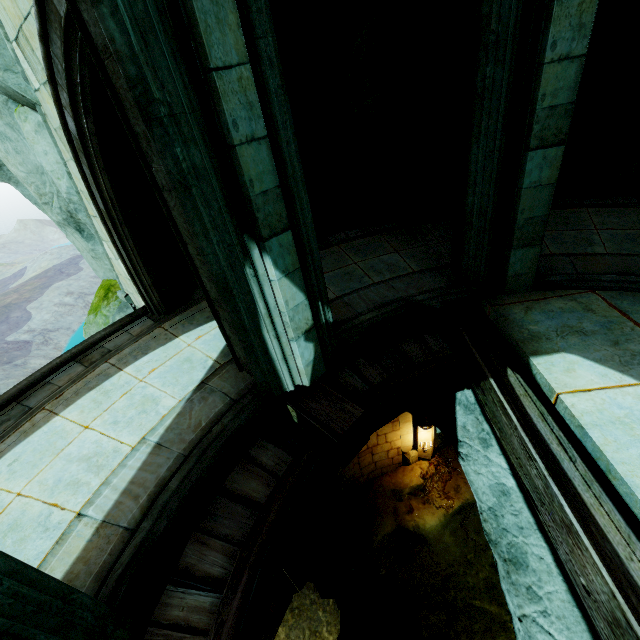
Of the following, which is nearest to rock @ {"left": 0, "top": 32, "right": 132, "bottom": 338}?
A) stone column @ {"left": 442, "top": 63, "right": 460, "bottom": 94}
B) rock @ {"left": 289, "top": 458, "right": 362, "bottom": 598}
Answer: stone column @ {"left": 442, "top": 63, "right": 460, "bottom": 94}

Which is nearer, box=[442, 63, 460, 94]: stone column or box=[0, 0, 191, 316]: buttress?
box=[0, 0, 191, 316]: buttress

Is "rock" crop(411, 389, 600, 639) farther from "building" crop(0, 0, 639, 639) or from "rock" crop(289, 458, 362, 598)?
"rock" crop(289, 458, 362, 598)

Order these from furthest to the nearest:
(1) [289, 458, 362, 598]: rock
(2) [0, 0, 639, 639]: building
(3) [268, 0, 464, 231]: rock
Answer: (1) [289, 458, 362, 598]: rock → (3) [268, 0, 464, 231]: rock → (2) [0, 0, 639, 639]: building

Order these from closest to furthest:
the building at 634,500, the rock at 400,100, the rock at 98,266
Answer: the building at 634,500
the rock at 98,266
the rock at 400,100

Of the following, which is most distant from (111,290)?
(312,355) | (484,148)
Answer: (484,148)

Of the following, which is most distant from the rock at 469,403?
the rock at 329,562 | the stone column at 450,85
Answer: the rock at 329,562

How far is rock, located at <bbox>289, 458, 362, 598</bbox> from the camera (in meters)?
10.89
